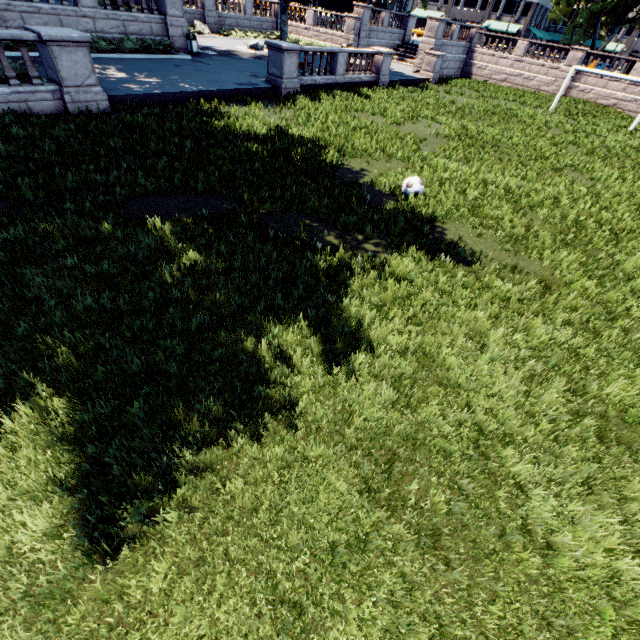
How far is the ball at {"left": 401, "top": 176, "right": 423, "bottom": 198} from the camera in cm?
956

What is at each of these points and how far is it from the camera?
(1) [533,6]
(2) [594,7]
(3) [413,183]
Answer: (1) building, 58.06m
(2) tree, 34.50m
(3) ball, 9.54m

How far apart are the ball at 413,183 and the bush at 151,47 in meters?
19.0

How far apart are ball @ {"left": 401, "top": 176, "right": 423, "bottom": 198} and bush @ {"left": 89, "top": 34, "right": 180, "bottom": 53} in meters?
19.0 m

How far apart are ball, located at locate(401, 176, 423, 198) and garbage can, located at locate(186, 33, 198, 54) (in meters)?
21.10

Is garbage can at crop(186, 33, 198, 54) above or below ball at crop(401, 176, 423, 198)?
above

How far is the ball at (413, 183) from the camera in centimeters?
956cm

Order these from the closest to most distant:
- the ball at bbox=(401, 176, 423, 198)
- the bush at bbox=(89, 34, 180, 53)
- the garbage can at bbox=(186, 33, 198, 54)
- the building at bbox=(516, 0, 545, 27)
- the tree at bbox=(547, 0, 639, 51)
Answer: the ball at bbox=(401, 176, 423, 198)
the bush at bbox=(89, 34, 180, 53)
the garbage can at bbox=(186, 33, 198, 54)
the tree at bbox=(547, 0, 639, 51)
the building at bbox=(516, 0, 545, 27)
